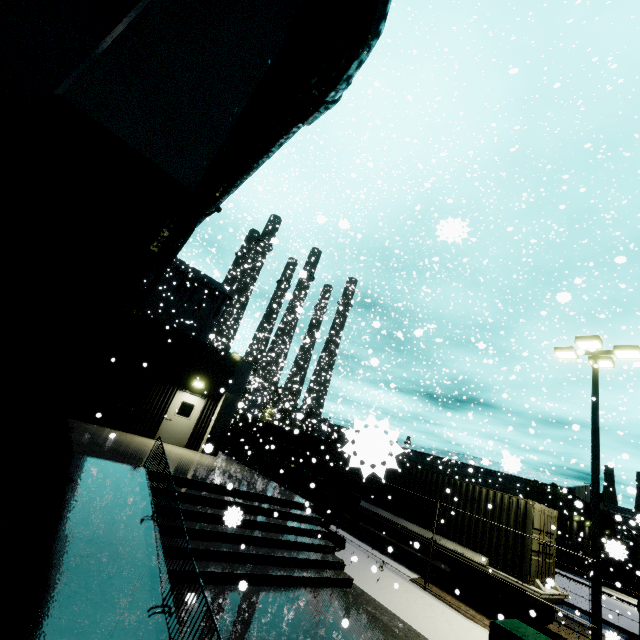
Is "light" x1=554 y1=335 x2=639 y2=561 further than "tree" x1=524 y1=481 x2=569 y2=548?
No

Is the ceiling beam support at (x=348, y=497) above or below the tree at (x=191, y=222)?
below

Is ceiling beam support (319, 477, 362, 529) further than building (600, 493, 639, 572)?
Yes

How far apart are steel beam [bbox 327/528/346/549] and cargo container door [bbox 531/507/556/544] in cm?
629

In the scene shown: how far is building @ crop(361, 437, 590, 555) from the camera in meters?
2.3 m

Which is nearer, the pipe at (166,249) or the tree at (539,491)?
the pipe at (166,249)

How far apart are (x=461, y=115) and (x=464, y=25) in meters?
6.7

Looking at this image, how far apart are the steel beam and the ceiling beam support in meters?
0.8 m
